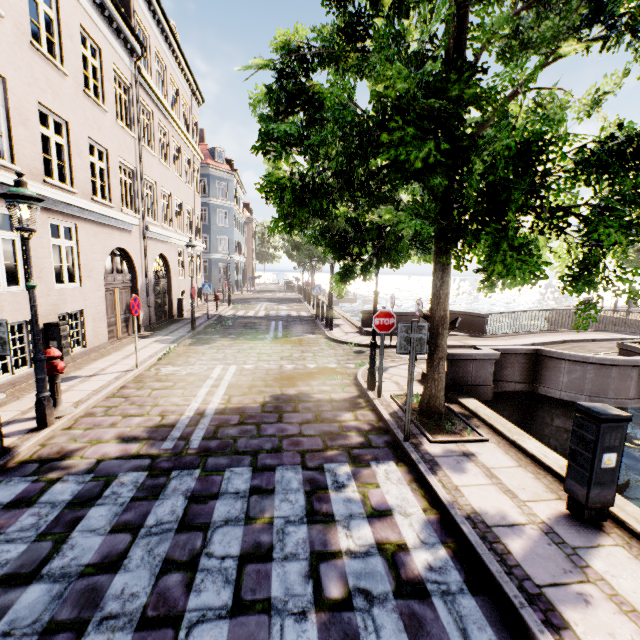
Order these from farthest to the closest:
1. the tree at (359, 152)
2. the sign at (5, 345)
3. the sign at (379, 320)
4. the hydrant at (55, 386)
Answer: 1. the sign at (379, 320)
2. the hydrant at (55, 386)
3. the sign at (5, 345)
4. the tree at (359, 152)

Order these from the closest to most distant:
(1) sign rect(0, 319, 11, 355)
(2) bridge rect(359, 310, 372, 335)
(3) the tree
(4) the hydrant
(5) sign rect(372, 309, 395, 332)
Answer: (3) the tree
(1) sign rect(0, 319, 11, 355)
(4) the hydrant
(5) sign rect(372, 309, 395, 332)
(2) bridge rect(359, 310, 372, 335)

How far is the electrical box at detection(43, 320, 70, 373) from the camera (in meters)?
7.78

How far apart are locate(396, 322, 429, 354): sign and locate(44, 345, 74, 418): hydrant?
5.8 meters

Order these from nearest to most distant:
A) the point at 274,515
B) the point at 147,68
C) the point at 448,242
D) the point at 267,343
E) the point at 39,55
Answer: the point at 274,515 < the point at 448,242 < the point at 39,55 < the point at 267,343 < the point at 147,68

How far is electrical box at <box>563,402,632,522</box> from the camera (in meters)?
3.37

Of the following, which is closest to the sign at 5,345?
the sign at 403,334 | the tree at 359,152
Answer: the tree at 359,152

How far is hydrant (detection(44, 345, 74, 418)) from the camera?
5.6 meters
